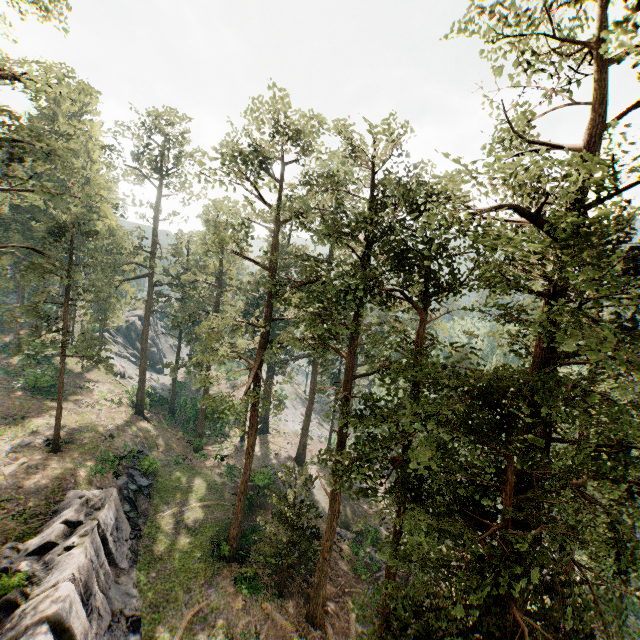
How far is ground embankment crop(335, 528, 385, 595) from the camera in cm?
2487

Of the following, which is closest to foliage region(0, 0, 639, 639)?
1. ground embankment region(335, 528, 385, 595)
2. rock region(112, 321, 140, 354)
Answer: ground embankment region(335, 528, 385, 595)

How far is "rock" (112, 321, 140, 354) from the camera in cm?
5791

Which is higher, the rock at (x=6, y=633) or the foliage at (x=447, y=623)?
the foliage at (x=447, y=623)

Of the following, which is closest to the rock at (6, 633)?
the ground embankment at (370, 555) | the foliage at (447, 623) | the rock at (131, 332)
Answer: the foliage at (447, 623)

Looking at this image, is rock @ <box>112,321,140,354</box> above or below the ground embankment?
above

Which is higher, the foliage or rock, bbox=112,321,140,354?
the foliage

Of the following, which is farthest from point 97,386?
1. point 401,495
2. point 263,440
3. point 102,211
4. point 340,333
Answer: point 401,495
